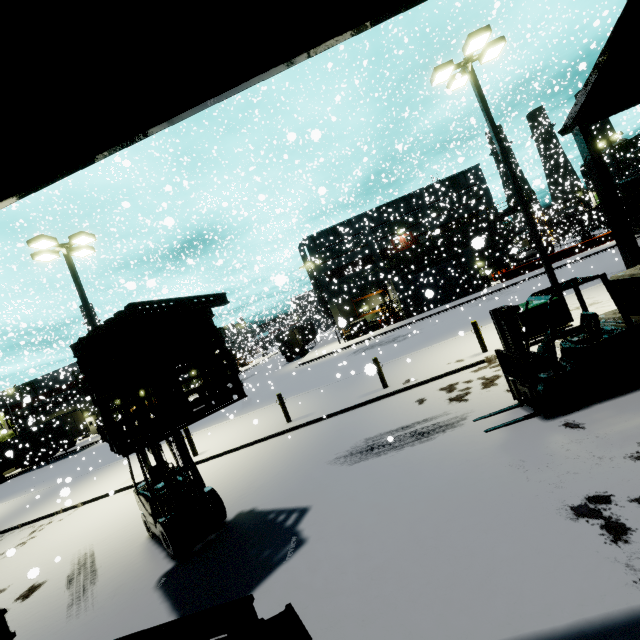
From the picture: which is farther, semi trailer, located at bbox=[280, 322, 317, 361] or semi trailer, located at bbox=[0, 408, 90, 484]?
semi trailer, located at bbox=[280, 322, 317, 361]

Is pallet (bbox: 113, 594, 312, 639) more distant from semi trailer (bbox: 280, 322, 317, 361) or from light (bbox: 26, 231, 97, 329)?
light (bbox: 26, 231, 97, 329)

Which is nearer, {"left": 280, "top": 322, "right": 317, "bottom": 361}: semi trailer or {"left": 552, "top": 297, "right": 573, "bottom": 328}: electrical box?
{"left": 552, "top": 297, "right": 573, "bottom": 328}: electrical box

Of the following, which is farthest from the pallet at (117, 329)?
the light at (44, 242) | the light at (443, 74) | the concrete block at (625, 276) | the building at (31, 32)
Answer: the light at (443, 74)

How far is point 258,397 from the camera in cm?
2302

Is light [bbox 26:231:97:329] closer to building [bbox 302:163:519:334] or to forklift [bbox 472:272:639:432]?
building [bbox 302:163:519:334]

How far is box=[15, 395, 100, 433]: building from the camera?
36.52m

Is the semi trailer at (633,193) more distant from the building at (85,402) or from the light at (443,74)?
the light at (443,74)
